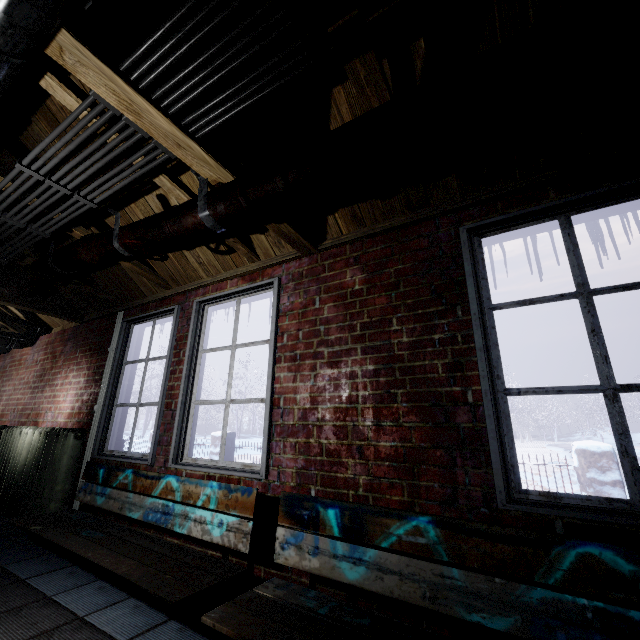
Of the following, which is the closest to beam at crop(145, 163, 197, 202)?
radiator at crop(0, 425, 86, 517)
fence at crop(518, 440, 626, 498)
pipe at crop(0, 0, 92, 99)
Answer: pipe at crop(0, 0, 92, 99)

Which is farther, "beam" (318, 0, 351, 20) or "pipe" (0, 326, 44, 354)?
"pipe" (0, 326, 44, 354)

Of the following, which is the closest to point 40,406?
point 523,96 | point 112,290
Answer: point 112,290

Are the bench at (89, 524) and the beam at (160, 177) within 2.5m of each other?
yes

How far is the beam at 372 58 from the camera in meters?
1.2 m

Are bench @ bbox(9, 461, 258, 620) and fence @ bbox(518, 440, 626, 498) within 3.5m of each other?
no

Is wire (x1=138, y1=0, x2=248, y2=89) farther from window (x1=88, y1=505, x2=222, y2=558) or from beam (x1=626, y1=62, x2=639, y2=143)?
window (x1=88, y1=505, x2=222, y2=558)

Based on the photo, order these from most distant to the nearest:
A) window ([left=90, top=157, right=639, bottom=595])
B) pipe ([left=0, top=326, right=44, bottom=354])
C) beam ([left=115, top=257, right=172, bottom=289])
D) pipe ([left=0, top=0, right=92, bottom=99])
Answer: pipe ([left=0, top=326, right=44, bottom=354]) → beam ([left=115, top=257, right=172, bottom=289]) → window ([left=90, top=157, right=639, bottom=595]) → pipe ([left=0, top=0, right=92, bottom=99])
